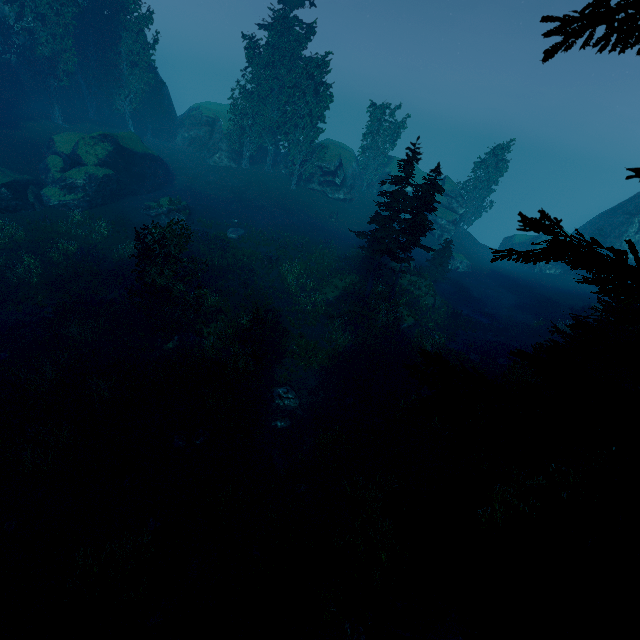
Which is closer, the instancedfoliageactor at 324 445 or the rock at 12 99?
the instancedfoliageactor at 324 445

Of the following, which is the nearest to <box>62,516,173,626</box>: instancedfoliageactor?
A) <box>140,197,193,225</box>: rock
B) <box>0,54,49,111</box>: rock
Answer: <box>0,54,49,111</box>: rock

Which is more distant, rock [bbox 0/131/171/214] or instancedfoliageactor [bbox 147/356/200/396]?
rock [bbox 0/131/171/214]

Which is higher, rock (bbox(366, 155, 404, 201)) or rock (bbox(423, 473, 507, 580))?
rock (bbox(366, 155, 404, 201))

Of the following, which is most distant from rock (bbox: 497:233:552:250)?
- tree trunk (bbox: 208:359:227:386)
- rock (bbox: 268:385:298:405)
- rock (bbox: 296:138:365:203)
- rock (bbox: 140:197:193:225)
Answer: tree trunk (bbox: 208:359:227:386)

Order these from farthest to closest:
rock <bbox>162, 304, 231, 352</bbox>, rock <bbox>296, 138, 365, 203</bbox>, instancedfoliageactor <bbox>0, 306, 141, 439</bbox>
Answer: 1. rock <bbox>296, 138, 365, 203</bbox>
2. rock <bbox>162, 304, 231, 352</bbox>
3. instancedfoliageactor <bbox>0, 306, 141, 439</bbox>

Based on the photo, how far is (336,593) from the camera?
8.91m

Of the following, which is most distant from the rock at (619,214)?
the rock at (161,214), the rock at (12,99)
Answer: the rock at (161,214)
